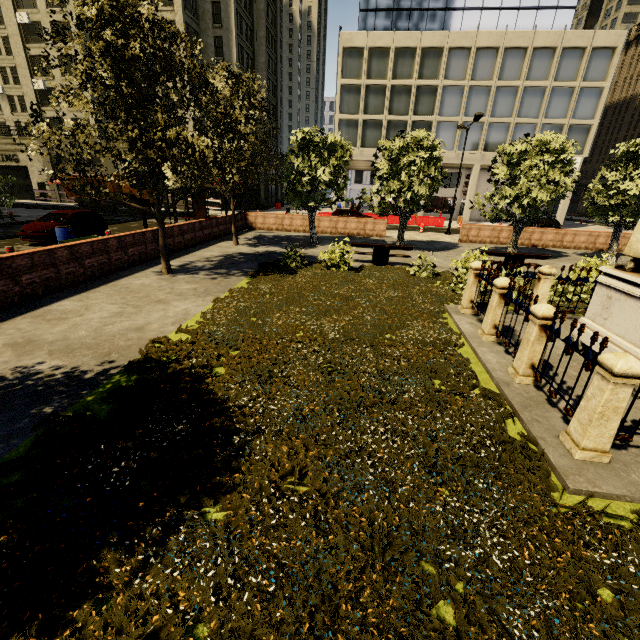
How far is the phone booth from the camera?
16.8m

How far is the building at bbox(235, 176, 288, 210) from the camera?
40.19m

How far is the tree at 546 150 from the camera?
14.7 meters

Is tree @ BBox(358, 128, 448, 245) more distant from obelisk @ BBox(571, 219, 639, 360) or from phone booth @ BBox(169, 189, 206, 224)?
obelisk @ BBox(571, 219, 639, 360)

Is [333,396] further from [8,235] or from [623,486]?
[8,235]

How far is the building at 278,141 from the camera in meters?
45.9

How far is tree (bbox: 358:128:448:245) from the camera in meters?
15.6 m
